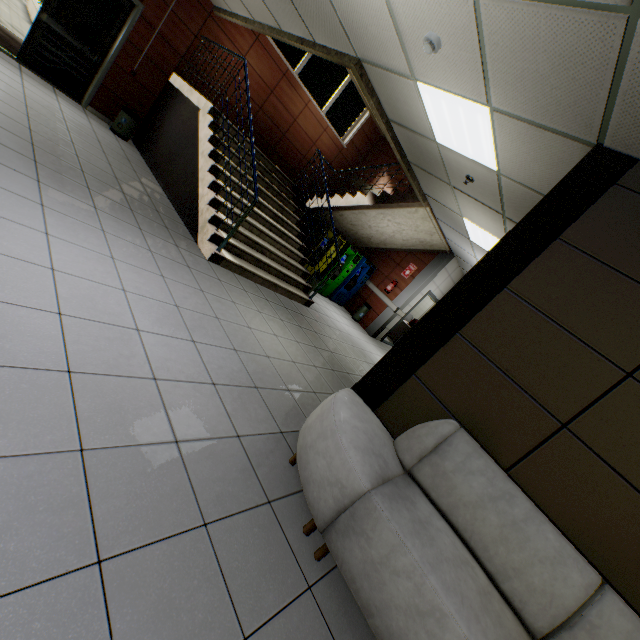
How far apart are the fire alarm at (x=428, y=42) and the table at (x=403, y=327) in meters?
9.4 m

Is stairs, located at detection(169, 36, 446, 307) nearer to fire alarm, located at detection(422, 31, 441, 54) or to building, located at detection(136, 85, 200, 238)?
building, located at detection(136, 85, 200, 238)

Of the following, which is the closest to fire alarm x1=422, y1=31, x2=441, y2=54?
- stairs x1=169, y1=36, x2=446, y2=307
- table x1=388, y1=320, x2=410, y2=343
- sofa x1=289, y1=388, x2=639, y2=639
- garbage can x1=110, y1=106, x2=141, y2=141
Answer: stairs x1=169, y1=36, x2=446, y2=307

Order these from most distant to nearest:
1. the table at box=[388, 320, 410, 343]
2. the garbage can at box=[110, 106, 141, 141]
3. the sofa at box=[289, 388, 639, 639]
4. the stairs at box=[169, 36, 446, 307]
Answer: the table at box=[388, 320, 410, 343], the garbage can at box=[110, 106, 141, 141], the stairs at box=[169, 36, 446, 307], the sofa at box=[289, 388, 639, 639]

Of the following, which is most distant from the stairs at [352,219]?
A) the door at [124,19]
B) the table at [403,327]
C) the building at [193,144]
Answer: the table at [403,327]

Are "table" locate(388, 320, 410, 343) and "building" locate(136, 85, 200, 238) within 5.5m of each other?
no

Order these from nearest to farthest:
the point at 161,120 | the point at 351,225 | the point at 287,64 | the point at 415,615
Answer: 1. the point at 415,615
2. the point at 161,120
3. the point at 287,64
4. the point at 351,225

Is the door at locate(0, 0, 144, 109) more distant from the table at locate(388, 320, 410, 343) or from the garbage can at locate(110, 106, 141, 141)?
the table at locate(388, 320, 410, 343)
